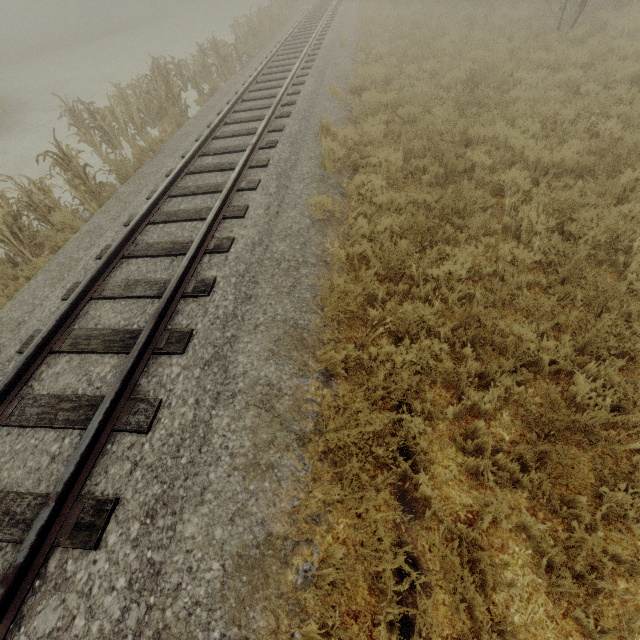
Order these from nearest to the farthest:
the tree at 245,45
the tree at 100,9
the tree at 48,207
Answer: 1. the tree at 48,207
2. the tree at 245,45
3. the tree at 100,9

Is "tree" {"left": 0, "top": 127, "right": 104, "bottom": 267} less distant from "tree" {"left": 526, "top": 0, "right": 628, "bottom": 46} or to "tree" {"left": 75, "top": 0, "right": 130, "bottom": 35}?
"tree" {"left": 526, "top": 0, "right": 628, "bottom": 46}

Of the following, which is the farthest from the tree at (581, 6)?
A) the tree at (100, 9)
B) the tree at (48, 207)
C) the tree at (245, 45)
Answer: the tree at (100, 9)

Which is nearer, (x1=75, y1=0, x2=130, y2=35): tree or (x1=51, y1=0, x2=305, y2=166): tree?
(x1=51, y1=0, x2=305, y2=166): tree

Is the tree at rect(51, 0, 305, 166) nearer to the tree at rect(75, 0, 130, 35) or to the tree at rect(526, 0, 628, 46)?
the tree at rect(526, 0, 628, 46)

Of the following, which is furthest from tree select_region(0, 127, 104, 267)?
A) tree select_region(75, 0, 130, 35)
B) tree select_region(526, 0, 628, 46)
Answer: tree select_region(75, 0, 130, 35)

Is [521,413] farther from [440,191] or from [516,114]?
[516,114]
